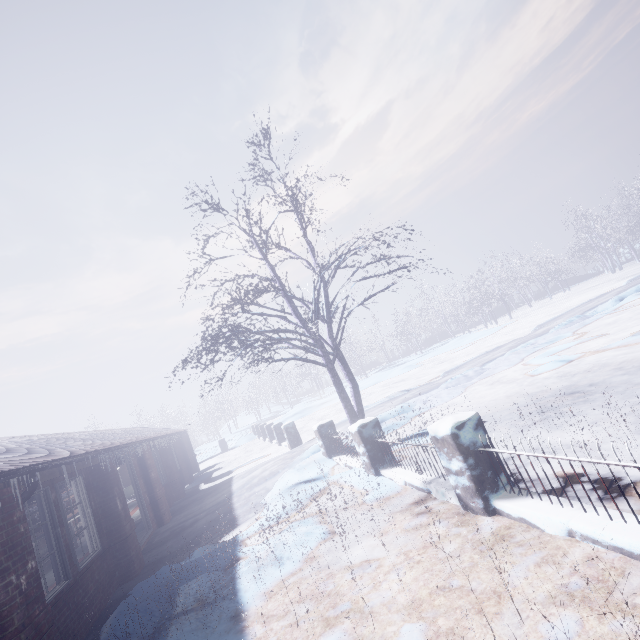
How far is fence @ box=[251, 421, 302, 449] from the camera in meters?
11.7 m

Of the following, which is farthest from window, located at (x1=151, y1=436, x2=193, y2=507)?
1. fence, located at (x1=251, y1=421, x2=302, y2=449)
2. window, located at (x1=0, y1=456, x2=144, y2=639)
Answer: fence, located at (x1=251, y1=421, x2=302, y2=449)

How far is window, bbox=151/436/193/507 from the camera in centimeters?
1111cm

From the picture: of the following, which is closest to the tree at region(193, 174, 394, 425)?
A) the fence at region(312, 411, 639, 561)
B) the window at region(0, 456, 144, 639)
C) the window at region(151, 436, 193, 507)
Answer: the fence at region(312, 411, 639, 561)

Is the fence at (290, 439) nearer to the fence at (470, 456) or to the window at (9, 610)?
the fence at (470, 456)

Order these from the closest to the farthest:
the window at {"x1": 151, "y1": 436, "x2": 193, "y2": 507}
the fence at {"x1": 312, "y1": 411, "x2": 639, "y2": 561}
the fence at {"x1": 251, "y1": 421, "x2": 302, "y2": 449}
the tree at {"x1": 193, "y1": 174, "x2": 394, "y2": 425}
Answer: the fence at {"x1": 312, "y1": 411, "x2": 639, "y2": 561} → the tree at {"x1": 193, "y1": 174, "x2": 394, "y2": 425} → the window at {"x1": 151, "y1": 436, "x2": 193, "y2": 507} → the fence at {"x1": 251, "y1": 421, "x2": 302, "y2": 449}

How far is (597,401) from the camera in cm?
478

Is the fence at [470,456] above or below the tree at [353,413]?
below
